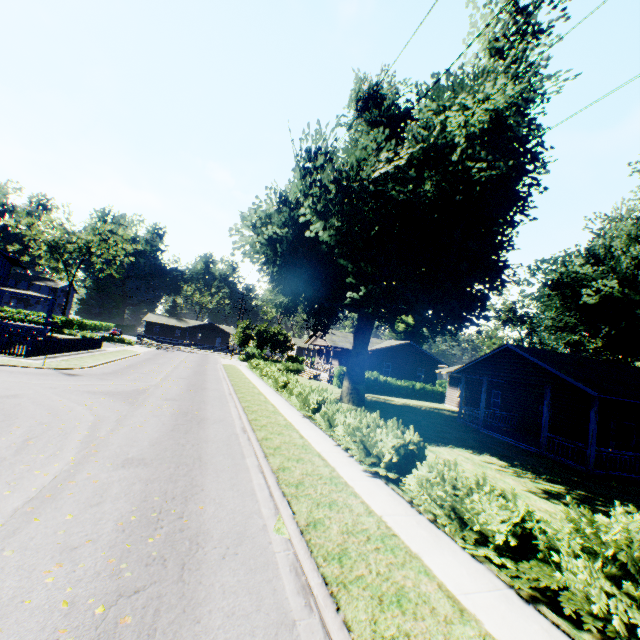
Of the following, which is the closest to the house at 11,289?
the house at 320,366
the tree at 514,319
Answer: the house at 320,366

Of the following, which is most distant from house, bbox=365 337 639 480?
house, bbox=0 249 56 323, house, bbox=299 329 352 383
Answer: house, bbox=0 249 56 323

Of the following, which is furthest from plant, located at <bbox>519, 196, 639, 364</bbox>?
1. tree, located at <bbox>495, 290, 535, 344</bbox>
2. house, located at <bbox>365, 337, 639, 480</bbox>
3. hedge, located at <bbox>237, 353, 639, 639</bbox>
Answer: house, located at <bbox>365, 337, 639, 480</bbox>

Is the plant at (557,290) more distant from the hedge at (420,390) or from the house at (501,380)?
the house at (501,380)

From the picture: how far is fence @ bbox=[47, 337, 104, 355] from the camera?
23.3m

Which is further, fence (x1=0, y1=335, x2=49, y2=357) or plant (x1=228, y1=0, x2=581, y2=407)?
fence (x1=0, y1=335, x2=49, y2=357)

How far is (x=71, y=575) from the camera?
4.1m

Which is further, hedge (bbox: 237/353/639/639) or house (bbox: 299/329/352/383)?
house (bbox: 299/329/352/383)
